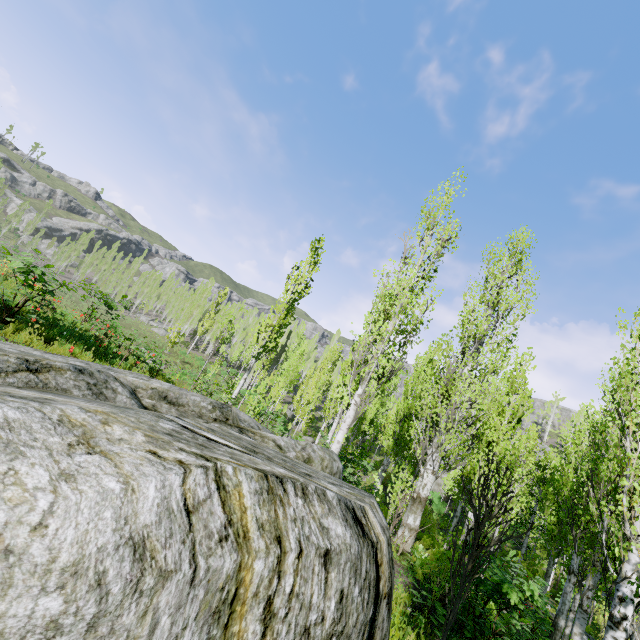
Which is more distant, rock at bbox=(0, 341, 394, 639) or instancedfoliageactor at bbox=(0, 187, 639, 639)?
instancedfoliageactor at bbox=(0, 187, 639, 639)

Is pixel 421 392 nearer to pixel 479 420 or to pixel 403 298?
pixel 479 420

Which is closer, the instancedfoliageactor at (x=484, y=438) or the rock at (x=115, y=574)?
the rock at (x=115, y=574)
